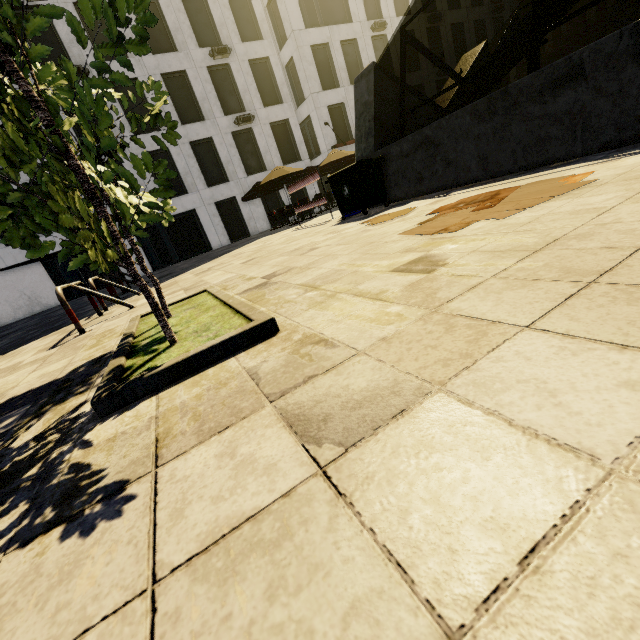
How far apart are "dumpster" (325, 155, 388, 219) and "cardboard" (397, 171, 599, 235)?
3.20m

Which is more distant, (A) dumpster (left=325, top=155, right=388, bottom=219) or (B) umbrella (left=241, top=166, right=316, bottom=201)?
(B) umbrella (left=241, top=166, right=316, bottom=201)

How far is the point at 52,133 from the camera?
1.68m

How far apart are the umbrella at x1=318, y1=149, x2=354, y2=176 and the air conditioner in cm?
1048

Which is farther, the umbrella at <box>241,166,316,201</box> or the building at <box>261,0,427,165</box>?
the building at <box>261,0,427,165</box>

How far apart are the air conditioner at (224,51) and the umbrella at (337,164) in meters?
10.5 m

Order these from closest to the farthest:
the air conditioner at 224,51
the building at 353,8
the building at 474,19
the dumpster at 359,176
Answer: the dumpster at 359,176
the air conditioner at 224,51
the building at 353,8
the building at 474,19

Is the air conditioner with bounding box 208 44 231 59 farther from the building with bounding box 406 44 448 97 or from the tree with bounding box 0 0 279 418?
the tree with bounding box 0 0 279 418
